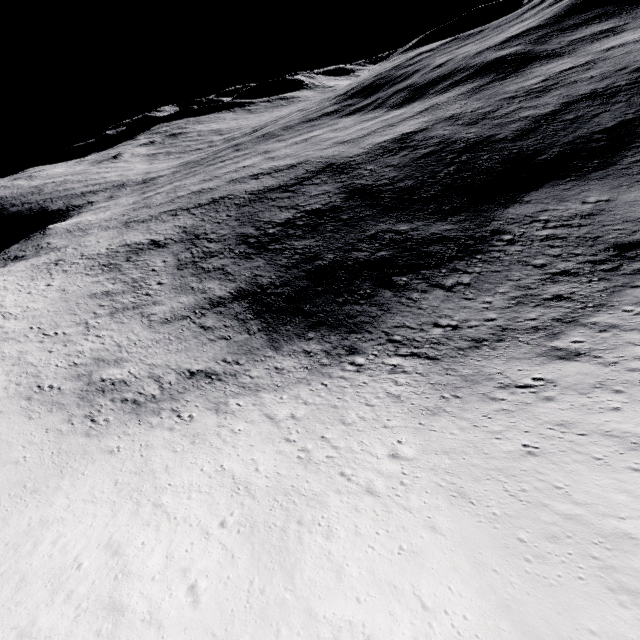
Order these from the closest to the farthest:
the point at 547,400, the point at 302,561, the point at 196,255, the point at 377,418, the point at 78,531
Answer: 1. the point at 302,561
2. the point at 78,531
3. the point at 547,400
4. the point at 377,418
5. the point at 196,255
